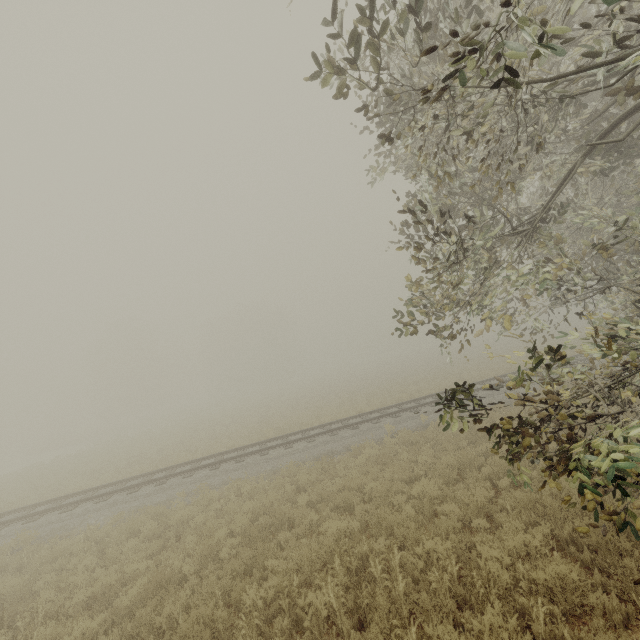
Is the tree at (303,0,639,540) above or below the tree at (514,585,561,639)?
above

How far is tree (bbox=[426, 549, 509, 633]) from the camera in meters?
4.3

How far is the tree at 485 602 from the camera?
4.27m

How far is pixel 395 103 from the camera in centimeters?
793cm

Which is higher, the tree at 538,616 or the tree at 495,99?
the tree at 495,99

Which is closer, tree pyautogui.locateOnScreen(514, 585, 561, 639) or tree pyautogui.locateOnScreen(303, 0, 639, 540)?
tree pyautogui.locateOnScreen(303, 0, 639, 540)
